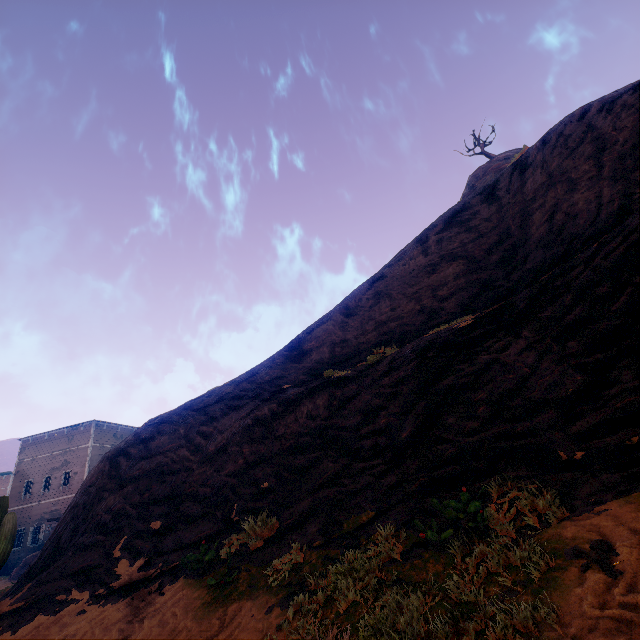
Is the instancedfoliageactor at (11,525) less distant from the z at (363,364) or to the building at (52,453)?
the z at (363,364)

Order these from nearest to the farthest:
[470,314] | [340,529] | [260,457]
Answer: [340,529] → [260,457] → [470,314]

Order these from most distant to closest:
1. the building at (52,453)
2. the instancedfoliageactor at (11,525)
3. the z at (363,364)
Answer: the building at (52,453), the instancedfoliageactor at (11,525), the z at (363,364)

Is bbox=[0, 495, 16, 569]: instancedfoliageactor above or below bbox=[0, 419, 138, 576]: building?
below

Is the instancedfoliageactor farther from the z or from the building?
the building

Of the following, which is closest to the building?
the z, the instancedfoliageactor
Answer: the z
